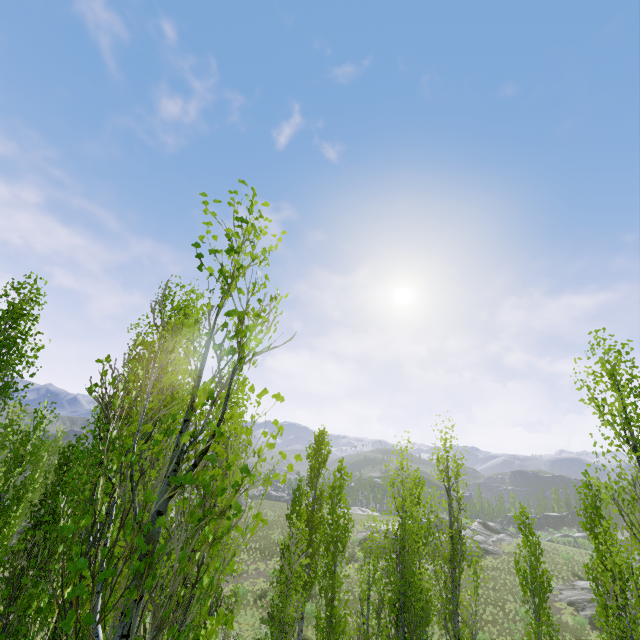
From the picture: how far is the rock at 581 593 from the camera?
30.6m

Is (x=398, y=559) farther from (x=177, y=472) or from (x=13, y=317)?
(x=13, y=317)

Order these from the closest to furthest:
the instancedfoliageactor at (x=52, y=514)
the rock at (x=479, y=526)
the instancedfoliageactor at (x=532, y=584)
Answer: the instancedfoliageactor at (x=52, y=514) < the instancedfoliageactor at (x=532, y=584) < the rock at (x=479, y=526)

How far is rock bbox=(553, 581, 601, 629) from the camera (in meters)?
30.57

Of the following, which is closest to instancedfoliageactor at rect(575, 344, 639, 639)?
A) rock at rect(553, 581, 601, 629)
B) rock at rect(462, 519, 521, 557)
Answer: rock at rect(462, 519, 521, 557)

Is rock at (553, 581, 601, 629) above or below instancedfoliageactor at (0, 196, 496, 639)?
below

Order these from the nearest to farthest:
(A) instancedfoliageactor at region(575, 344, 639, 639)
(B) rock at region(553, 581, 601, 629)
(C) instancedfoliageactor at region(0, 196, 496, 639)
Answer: (C) instancedfoliageactor at region(0, 196, 496, 639)
(A) instancedfoliageactor at region(575, 344, 639, 639)
(B) rock at region(553, 581, 601, 629)
